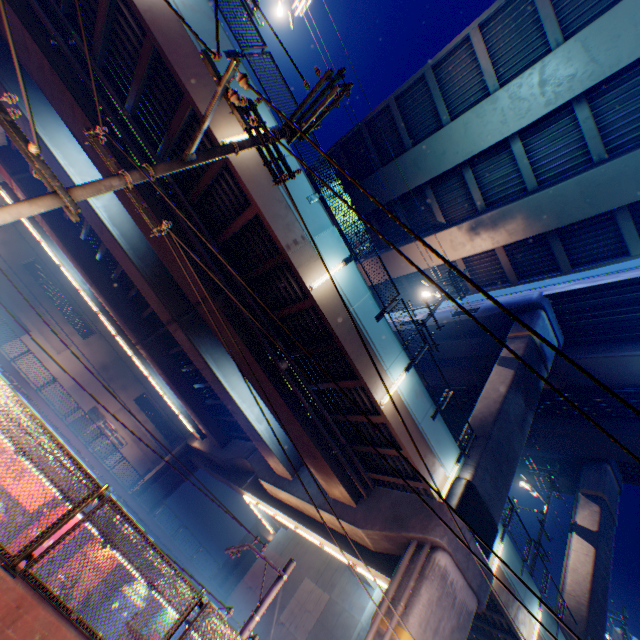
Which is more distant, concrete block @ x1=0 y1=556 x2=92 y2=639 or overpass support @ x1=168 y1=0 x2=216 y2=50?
overpass support @ x1=168 y1=0 x2=216 y2=50

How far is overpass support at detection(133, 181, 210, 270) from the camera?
11.3 meters

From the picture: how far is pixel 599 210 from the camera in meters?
15.6

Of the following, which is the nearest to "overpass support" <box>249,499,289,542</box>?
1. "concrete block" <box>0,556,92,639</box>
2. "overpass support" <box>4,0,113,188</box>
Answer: "overpass support" <box>4,0,113,188</box>

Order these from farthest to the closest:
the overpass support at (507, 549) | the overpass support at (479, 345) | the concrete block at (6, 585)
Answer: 1. the overpass support at (507, 549)
2. the overpass support at (479, 345)
3. the concrete block at (6, 585)

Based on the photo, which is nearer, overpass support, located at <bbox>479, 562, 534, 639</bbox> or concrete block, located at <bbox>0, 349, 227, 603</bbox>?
overpass support, located at <bbox>479, 562, 534, 639</bbox>

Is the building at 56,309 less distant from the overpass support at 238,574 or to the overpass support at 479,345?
the overpass support at 479,345

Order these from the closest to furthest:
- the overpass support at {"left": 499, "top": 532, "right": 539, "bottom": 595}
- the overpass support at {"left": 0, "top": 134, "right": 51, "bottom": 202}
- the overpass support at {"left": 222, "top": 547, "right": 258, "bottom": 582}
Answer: the overpass support at {"left": 499, "top": 532, "right": 539, "bottom": 595} < the overpass support at {"left": 0, "top": 134, "right": 51, "bottom": 202} < the overpass support at {"left": 222, "top": 547, "right": 258, "bottom": 582}
